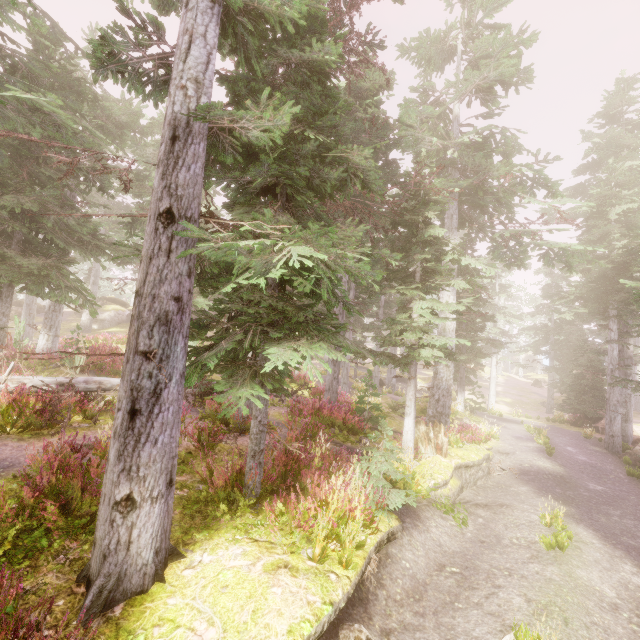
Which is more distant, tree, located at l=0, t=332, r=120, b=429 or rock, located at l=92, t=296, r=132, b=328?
rock, located at l=92, t=296, r=132, b=328

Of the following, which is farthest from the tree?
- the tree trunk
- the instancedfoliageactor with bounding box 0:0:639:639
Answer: the tree trunk

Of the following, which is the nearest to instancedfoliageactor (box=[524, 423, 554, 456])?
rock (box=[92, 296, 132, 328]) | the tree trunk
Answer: rock (box=[92, 296, 132, 328])

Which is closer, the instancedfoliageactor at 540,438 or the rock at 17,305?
the instancedfoliageactor at 540,438

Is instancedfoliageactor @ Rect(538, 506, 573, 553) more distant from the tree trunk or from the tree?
the tree trunk

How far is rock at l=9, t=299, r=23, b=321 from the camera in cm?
3741

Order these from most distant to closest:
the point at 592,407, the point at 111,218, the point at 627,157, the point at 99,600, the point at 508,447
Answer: the point at 111,218 → the point at 592,407 → the point at 627,157 → the point at 508,447 → the point at 99,600

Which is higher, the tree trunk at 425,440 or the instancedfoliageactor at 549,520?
the tree trunk at 425,440
